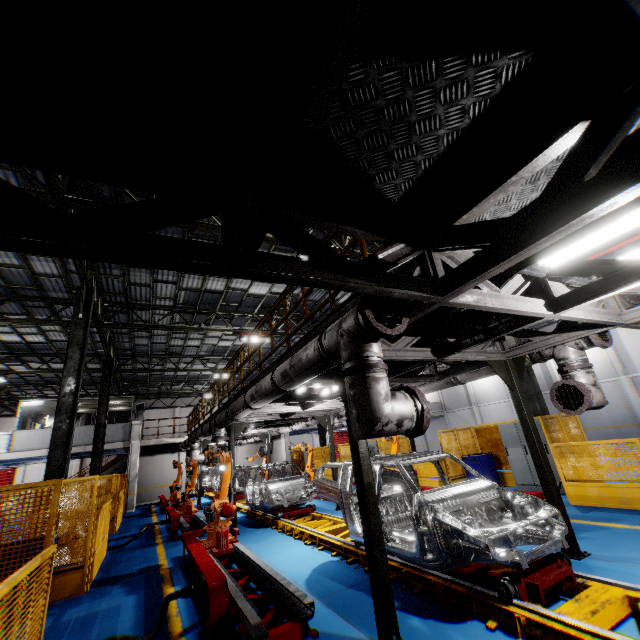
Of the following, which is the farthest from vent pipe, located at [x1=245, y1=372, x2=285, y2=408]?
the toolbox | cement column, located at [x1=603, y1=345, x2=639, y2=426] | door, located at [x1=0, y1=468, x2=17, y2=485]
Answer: cement column, located at [x1=603, y1=345, x2=639, y2=426]

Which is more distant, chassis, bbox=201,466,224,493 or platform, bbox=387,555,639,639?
chassis, bbox=201,466,224,493

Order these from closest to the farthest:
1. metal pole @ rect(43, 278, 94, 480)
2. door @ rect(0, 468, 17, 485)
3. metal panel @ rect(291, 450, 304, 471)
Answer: metal pole @ rect(43, 278, 94, 480), metal panel @ rect(291, 450, 304, 471), door @ rect(0, 468, 17, 485)

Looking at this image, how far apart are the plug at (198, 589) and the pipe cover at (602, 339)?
7.19m

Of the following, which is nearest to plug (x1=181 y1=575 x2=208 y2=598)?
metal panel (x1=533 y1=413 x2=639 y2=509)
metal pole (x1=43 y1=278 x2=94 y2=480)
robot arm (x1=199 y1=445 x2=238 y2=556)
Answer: metal panel (x1=533 y1=413 x2=639 y2=509)

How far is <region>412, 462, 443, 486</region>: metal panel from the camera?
12.4m

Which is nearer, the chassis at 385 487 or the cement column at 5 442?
the chassis at 385 487

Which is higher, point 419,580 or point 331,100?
point 331,100
